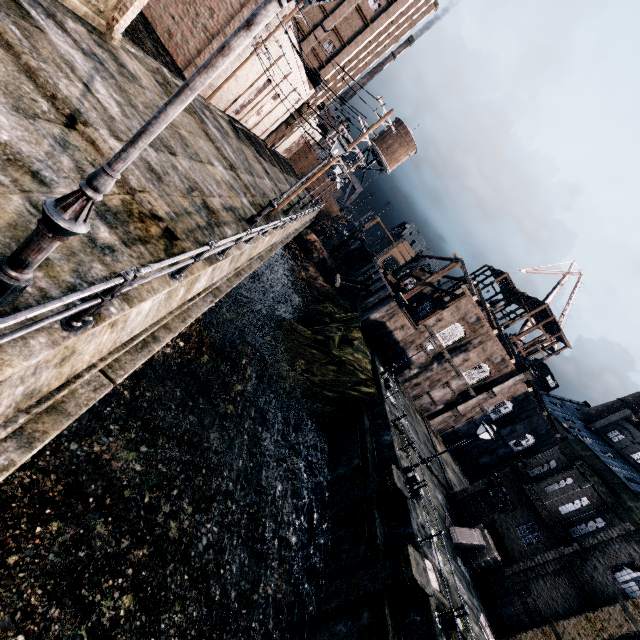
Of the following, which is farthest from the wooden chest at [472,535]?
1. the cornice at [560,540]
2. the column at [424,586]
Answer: the column at [424,586]

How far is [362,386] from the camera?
27.3m

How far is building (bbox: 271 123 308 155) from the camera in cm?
4786

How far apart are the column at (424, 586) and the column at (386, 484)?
2.9m

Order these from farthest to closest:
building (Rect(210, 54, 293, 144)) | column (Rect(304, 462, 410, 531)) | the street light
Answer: building (Rect(210, 54, 293, 144)) < column (Rect(304, 462, 410, 531)) < the street light

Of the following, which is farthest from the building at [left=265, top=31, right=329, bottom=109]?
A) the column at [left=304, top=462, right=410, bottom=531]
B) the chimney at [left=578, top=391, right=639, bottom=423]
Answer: the chimney at [left=578, top=391, right=639, bottom=423]

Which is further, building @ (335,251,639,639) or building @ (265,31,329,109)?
building @ (265,31,329,109)
